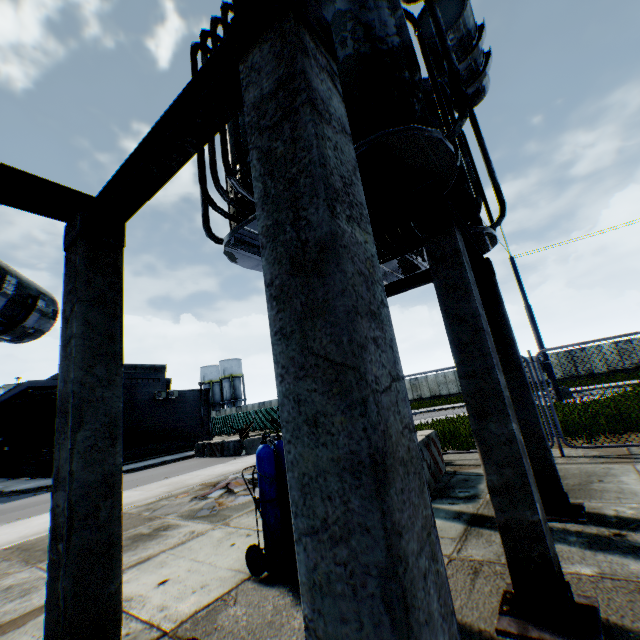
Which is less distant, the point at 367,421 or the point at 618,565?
the point at 367,421

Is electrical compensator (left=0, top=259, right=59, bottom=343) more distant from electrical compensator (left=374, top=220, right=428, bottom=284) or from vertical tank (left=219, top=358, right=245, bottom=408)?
vertical tank (left=219, top=358, right=245, bottom=408)

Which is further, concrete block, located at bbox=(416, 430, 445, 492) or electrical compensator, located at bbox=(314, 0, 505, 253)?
concrete block, located at bbox=(416, 430, 445, 492)

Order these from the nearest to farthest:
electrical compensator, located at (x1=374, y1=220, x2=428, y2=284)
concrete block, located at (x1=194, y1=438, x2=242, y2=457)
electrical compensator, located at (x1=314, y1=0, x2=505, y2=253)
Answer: electrical compensator, located at (x1=314, y1=0, x2=505, y2=253)
electrical compensator, located at (x1=374, y1=220, x2=428, y2=284)
concrete block, located at (x1=194, y1=438, x2=242, y2=457)

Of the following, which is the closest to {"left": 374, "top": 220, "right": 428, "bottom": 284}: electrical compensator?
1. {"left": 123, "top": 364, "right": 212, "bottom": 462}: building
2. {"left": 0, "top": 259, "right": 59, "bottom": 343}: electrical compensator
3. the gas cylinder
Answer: the gas cylinder

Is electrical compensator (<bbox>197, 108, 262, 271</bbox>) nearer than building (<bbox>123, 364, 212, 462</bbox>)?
Yes

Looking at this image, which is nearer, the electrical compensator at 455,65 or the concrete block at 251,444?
the electrical compensator at 455,65

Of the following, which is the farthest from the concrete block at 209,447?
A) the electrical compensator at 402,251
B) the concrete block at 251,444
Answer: the electrical compensator at 402,251
